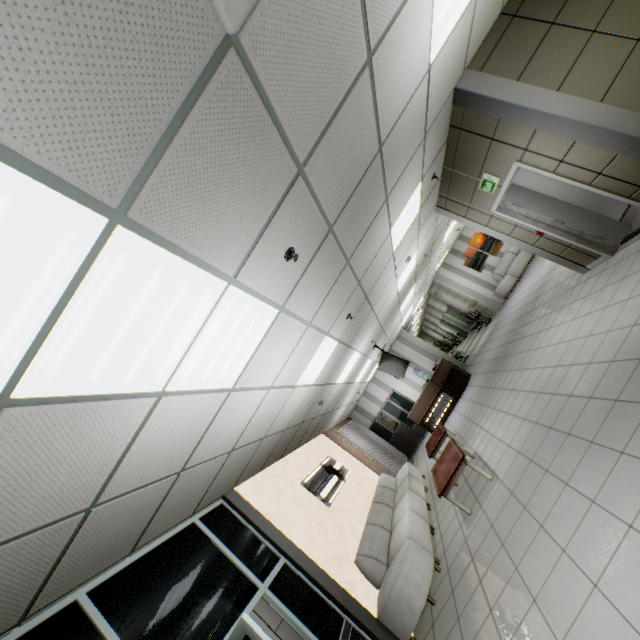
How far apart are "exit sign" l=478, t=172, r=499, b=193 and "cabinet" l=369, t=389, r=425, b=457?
10.5 meters

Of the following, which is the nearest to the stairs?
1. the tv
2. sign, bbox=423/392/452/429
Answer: the tv

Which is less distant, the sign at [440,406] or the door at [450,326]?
the sign at [440,406]

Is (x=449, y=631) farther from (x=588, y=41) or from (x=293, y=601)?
(x=588, y=41)

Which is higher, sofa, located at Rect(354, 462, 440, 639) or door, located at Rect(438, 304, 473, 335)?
door, located at Rect(438, 304, 473, 335)

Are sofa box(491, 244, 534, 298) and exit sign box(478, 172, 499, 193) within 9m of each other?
no

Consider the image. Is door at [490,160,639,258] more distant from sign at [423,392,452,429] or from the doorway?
sign at [423,392,452,429]

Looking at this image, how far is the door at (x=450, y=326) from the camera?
19.89m
